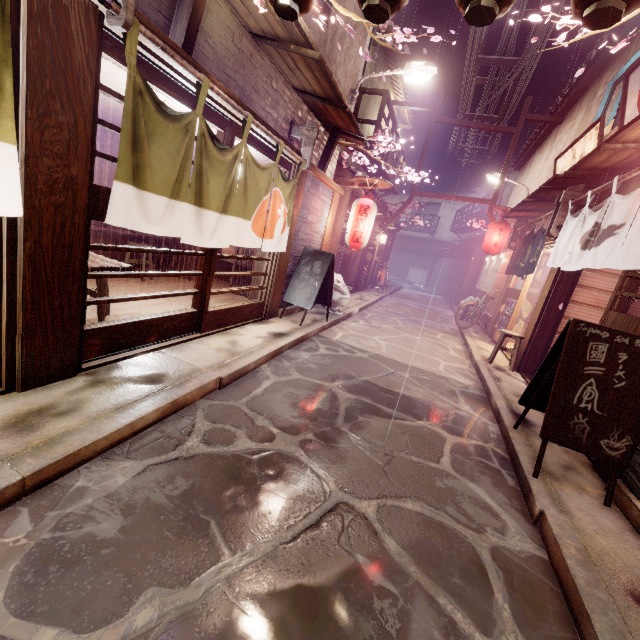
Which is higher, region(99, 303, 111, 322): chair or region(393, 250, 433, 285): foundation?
region(393, 250, 433, 285): foundation

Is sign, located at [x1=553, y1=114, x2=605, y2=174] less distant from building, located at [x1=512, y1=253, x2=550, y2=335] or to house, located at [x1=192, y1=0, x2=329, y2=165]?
building, located at [x1=512, y1=253, x2=550, y2=335]

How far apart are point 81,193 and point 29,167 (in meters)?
0.65

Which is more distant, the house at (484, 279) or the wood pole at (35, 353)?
the house at (484, 279)

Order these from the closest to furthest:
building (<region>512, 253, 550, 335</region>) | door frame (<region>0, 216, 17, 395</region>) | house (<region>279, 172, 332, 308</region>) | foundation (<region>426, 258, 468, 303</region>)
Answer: door frame (<region>0, 216, 17, 395</region>) < house (<region>279, 172, 332, 308</region>) < building (<region>512, 253, 550, 335</region>) < foundation (<region>426, 258, 468, 303</region>)

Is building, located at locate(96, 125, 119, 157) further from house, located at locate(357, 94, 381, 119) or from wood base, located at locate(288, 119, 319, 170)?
wood base, located at locate(288, 119, 319, 170)

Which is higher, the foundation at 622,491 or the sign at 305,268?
the sign at 305,268

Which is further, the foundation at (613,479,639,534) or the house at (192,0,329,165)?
the house at (192,0,329,165)
